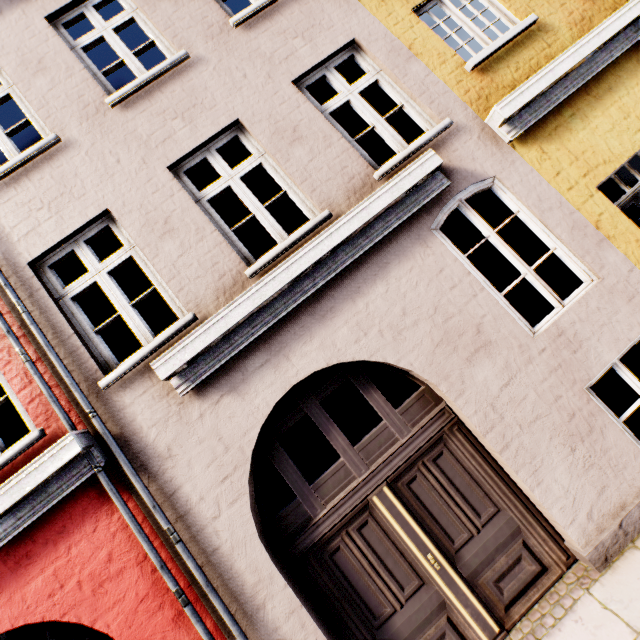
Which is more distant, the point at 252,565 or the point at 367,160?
the point at 367,160
